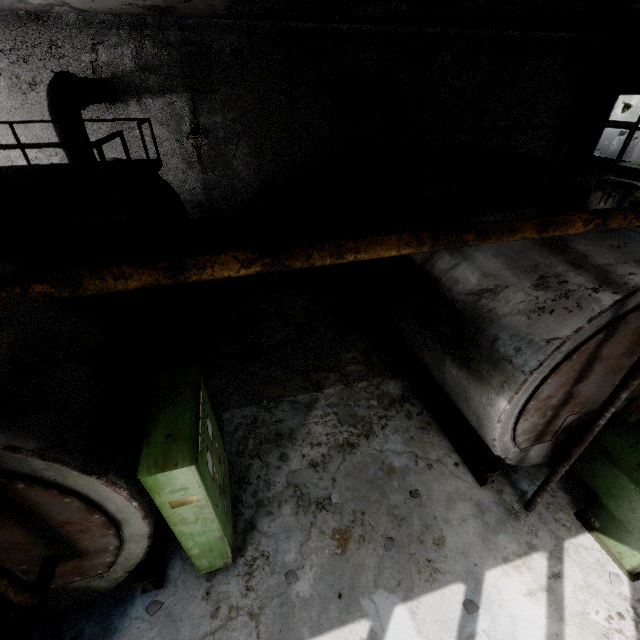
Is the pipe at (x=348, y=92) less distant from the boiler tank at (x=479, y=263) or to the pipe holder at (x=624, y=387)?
the boiler tank at (x=479, y=263)

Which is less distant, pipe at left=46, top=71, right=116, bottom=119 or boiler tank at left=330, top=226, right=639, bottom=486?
boiler tank at left=330, top=226, right=639, bottom=486

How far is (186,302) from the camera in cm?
652

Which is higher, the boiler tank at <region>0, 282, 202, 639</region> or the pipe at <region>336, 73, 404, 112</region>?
the pipe at <region>336, 73, 404, 112</region>

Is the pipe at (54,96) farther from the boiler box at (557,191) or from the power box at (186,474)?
the power box at (186,474)

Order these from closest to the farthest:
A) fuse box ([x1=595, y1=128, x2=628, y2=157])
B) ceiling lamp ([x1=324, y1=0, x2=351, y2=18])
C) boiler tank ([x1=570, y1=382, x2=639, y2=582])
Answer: boiler tank ([x1=570, y1=382, x2=639, y2=582]) < ceiling lamp ([x1=324, y1=0, x2=351, y2=18]) < fuse box ([x1=595, y1=128, x2=628, y2=157])

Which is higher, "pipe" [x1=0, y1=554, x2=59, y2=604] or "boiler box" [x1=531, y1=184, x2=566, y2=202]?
"boiler box" [x1=531, y1=184, x2=566, y2=202]
